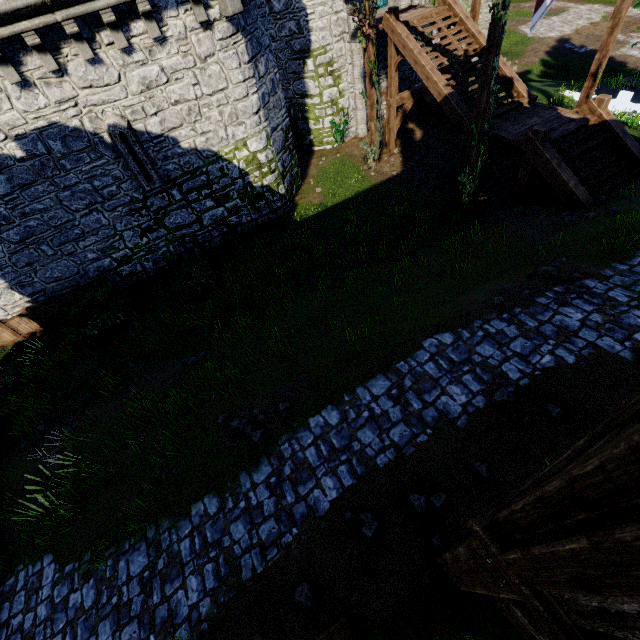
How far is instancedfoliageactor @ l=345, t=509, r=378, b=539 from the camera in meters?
4.8 m

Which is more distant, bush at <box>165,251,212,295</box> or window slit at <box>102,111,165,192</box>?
bush at <box>165,251,212,295</box>

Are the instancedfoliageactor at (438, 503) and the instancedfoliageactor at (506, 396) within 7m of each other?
yes

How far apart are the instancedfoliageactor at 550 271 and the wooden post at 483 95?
6.01m

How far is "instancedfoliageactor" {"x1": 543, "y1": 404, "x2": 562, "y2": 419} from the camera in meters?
5.0 m

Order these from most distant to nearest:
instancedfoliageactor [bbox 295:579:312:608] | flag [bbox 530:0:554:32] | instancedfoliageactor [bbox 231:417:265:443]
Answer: flag [bbox 530:0:554:32]
instancedfoliageactor [bbox 231:417:265:443]
instancedfoliageactor [bbox 295:579:312:608]

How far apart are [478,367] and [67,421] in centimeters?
1178cm

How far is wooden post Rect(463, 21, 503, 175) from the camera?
8.86m
